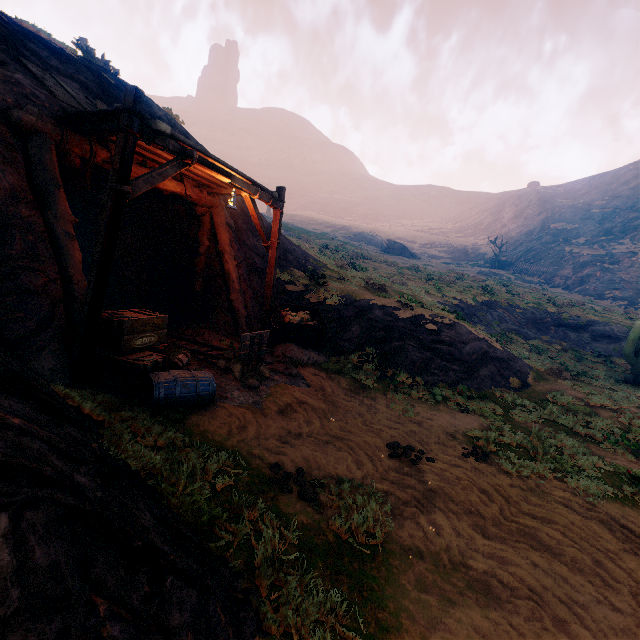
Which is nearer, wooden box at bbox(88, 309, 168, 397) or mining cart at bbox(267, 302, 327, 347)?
wooden box at bbox(88, 309, 168, 397)

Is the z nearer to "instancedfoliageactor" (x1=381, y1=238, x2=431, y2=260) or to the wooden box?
the wooden box

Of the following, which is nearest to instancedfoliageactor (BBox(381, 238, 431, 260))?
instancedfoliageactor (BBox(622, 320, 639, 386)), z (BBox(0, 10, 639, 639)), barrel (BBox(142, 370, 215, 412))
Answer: instancedfoliageactor (BBox(622, 320, 639, 386))

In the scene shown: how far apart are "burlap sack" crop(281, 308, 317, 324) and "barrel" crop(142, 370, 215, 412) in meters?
3.7

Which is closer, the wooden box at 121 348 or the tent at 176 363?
the wooden box at 121 348

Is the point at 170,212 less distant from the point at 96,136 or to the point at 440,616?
the point at 96,136

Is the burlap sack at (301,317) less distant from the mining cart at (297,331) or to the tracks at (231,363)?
the mining cart at (297,331)

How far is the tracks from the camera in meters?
7.1
